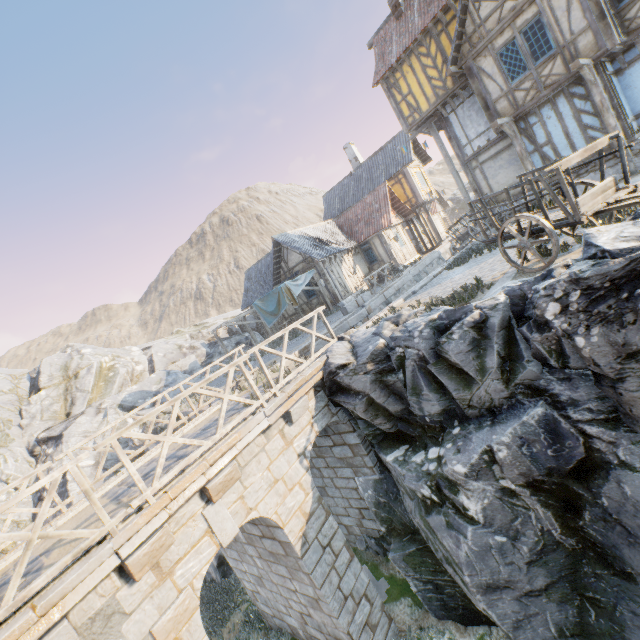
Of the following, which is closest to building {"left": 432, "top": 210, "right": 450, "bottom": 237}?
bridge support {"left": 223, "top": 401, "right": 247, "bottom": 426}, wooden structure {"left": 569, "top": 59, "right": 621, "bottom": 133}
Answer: wooden structure {"left": 569, "top": 59, "right": 621, "bottom": 133}

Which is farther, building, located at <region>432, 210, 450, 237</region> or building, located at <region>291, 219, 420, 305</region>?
building, located at <region>432, 210, 450, 237</region>

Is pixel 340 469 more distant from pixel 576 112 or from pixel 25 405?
pixel 25 405

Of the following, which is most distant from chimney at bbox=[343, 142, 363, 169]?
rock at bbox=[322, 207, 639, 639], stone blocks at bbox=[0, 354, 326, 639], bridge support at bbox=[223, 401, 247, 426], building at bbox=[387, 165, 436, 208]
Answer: stone blocks at bbox=[0, 354, 326, 639]

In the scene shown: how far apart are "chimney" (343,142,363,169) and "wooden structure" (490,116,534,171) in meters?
18.1 m

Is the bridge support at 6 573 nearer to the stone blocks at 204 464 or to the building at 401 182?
the stone blocks at 204 464

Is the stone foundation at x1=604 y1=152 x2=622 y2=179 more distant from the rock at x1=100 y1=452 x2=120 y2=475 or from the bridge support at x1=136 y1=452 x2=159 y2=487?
the bridge support at x1=136 y1=452 x2=159 y2=487

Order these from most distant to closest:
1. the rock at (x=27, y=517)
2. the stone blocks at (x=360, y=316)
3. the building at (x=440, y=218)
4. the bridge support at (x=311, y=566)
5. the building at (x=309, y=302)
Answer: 1. the building at (x=440, y=218)
2. the building at (x=309, y=302)
3. the rock at (x=27, y=517)
4. the stone blocks at (x=360, y=316)
5. the bridge support at (x=311, y=566)
